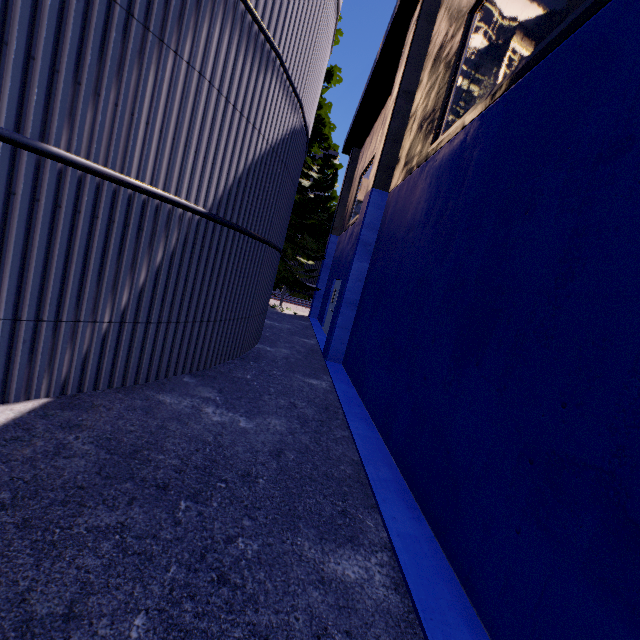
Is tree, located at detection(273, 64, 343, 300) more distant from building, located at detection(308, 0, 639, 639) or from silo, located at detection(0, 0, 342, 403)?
building, located at detection(308, 0, 639, 639)

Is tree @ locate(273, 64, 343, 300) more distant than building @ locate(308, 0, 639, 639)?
Yes

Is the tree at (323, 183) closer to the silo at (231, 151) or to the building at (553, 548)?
the silo at (231, 151)

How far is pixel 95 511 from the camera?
2.5m

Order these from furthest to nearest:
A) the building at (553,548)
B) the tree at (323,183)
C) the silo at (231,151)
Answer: the tree at (323,183) → the silo at (231,151) → the building at (553,548)

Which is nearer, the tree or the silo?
the silo

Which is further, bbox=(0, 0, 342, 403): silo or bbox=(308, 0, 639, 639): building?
bbox=(0, 0, 342, 403): silo

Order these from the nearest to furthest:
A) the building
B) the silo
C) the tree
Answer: the building → the silo → the tree
